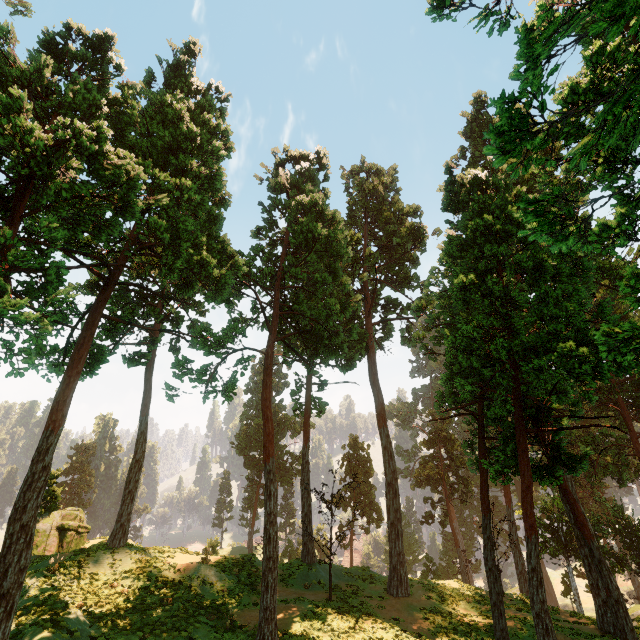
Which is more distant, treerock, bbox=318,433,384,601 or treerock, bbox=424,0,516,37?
treerock, bbox=318,433,384,601

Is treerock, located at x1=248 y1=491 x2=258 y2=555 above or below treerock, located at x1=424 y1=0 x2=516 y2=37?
below

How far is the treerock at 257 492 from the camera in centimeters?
5516cm

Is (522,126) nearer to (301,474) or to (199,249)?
(199,249)
